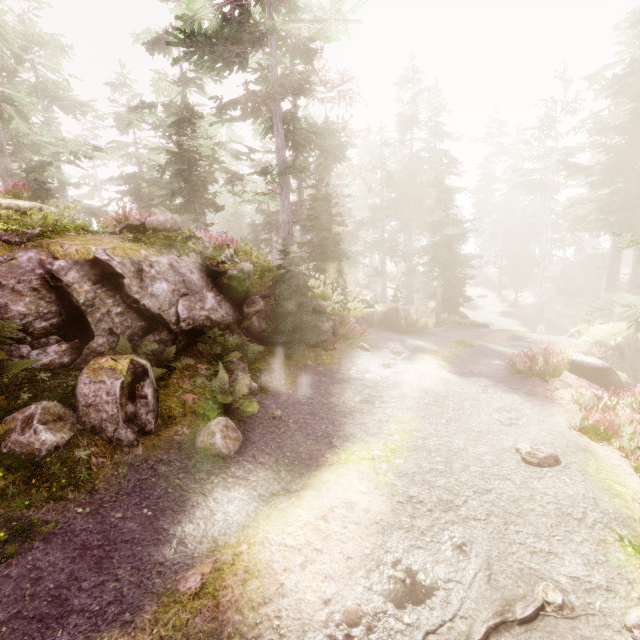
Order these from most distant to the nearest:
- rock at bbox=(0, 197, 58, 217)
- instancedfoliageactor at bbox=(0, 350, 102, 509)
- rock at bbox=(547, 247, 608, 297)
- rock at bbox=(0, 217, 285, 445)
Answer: rock at bbox=(547, 247, 608, 297)
rock at bbox=(0, 197, 58, 217)
rock at bbox=(0, 217, 285, 445)
instancedfoliageactor at bbox=(0, 350, 102, 509)

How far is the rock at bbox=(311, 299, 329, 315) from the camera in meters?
12.1 m

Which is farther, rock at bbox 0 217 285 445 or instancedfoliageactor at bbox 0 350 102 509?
rock at bbox 0 217 285 445

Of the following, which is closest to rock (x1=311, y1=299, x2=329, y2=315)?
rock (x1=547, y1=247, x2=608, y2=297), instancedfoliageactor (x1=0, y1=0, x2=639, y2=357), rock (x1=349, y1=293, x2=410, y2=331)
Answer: instancedfoliageactor (x1=0, y1=0, x2=639, y2=357)

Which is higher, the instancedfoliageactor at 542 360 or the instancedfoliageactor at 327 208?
the instancedfoliageactor at 327 208

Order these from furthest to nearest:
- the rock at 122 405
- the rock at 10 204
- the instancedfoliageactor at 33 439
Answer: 1. the rock at 10 204
2. the rock at 122 405
3. the instancedfoliageactor at 33 439

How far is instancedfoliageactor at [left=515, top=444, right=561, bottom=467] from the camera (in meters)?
6.02

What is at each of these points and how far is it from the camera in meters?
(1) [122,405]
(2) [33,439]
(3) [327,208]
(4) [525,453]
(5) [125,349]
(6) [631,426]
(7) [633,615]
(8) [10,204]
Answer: (1) rock, 5.7 m
(2) instancedfoliageactor, 4.8 m
(3) instancedfoliageactor, 15.6 m
(4) instancedfoliageactor, 6.2 m
(5) instancedfoliageactor, 6.4 m
(6) instancedfoliageactor, 6.9 m
(7) instancedfoliageactor, 3.4 m
(8) rock, 9.0 m
